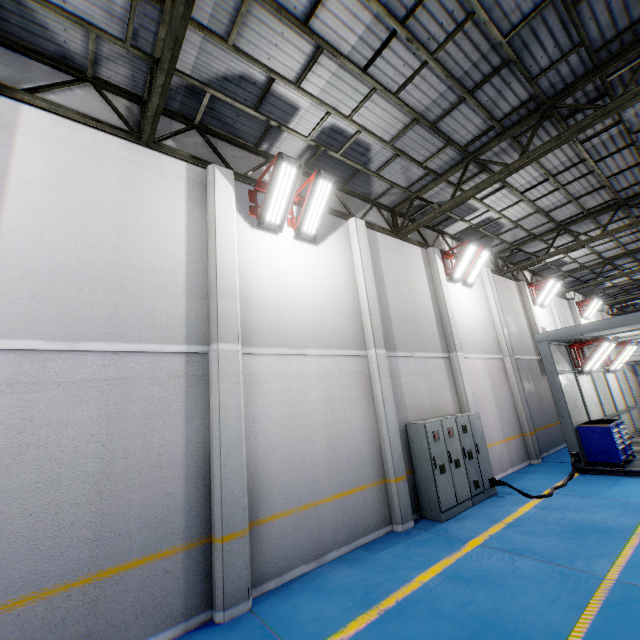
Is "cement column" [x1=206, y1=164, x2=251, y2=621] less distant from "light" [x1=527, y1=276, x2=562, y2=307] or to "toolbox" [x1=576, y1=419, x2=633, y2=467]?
"toolbox" [x1=576, y1=419, x2=633, y2=467]

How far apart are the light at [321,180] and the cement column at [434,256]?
6.1 meters

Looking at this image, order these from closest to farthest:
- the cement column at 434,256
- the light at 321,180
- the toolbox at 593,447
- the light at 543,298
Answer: the light at 321,180, the toolbox at 593,447, the cement column at 434,256, the light at 543,298

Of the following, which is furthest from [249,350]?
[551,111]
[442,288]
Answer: [551,111]

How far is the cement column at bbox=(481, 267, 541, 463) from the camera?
12.1 meters

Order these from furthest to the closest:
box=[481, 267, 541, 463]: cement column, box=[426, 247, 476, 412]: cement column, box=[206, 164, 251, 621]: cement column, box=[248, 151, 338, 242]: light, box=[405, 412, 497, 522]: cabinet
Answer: box=[481, 267, 541, 463]: cement column → box=[426, 247, 476, 412]: cement column → box=[405, 412, 497, 522]: cabinet → box=[248, 151, 338, 242]: light → box=[206, 164, 251, 621]: cement column

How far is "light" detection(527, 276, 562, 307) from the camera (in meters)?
16.56

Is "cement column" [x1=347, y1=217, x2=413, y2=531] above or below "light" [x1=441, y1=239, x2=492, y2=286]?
below
